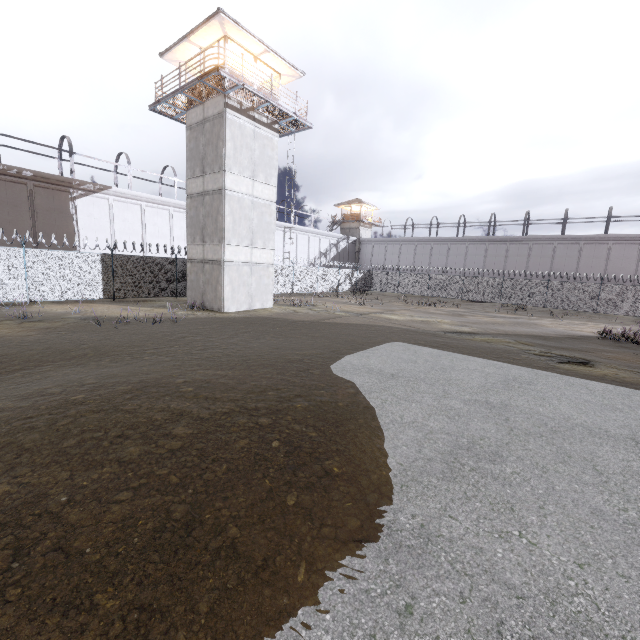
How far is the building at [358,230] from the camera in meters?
54.8

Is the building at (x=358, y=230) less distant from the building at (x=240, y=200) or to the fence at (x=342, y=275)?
the fence at (x=342, y=275)

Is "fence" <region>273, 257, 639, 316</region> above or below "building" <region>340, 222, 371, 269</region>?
below

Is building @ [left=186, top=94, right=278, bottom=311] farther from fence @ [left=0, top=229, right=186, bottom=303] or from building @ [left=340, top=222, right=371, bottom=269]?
building @ [left=340, top=222, right=371, bottom=269]

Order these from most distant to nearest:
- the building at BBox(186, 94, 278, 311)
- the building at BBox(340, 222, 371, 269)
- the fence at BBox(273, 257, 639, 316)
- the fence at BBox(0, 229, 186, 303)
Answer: Result: the building at BBox(340, 222, 371, 269) < the fence at BBox(273, 257, 639, 316) < the building at BBox(186, 94, 278, 311) < the fence at BBox(0, 229, 186, 303)

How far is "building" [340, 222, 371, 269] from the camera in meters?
54.8

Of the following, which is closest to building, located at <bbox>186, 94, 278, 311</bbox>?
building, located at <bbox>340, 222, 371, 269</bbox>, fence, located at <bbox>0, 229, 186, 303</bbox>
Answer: fence, located at <bbox>0, 229, 186, 303</bbox>

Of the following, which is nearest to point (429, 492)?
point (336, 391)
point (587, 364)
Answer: point (336, 391)
